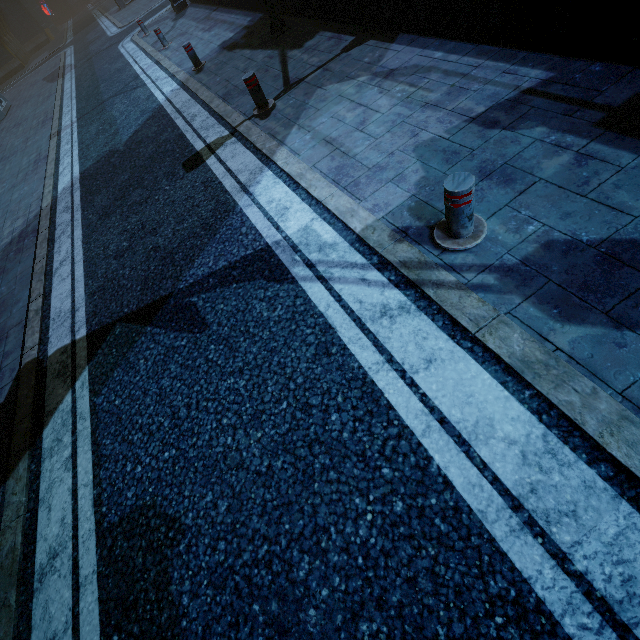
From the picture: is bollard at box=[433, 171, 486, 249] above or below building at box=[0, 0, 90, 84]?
below

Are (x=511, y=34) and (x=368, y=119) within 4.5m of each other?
yes

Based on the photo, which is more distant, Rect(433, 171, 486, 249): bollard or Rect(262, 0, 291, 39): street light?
Rect(262, 0, 291, 39): street light

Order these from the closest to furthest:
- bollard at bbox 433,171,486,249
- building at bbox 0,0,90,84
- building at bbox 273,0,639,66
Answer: bollard at bbox 433,171,486,249, building at bbox 273,0,639,66, building at bbox 0,0,90,84

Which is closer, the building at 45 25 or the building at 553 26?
the building at 553 26

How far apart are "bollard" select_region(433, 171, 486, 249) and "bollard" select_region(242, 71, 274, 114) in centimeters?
456cm

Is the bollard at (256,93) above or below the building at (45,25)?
below

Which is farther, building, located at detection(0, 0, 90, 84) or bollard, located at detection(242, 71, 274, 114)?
building, located at detection(0, 0, 90, 84)
